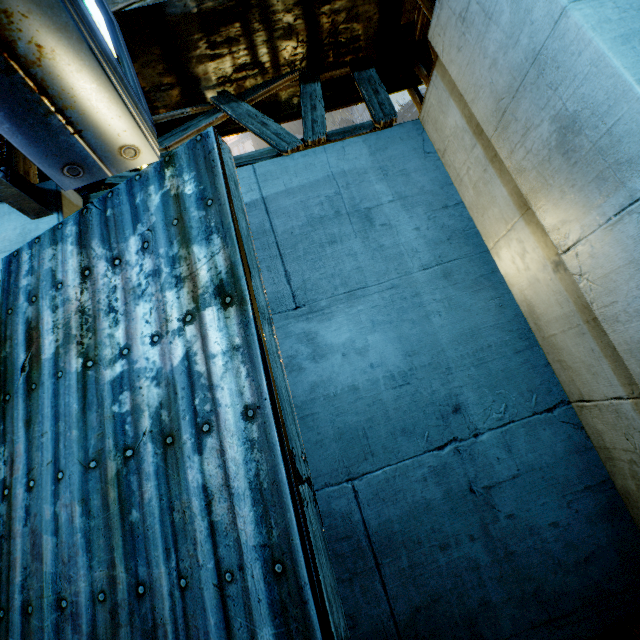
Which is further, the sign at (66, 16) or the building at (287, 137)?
the building at (287, 137)

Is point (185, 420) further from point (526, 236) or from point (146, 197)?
point (526, 236)

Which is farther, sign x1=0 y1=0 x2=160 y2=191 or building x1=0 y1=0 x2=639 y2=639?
building x1=0 y1=0 x2=639 y2=639
